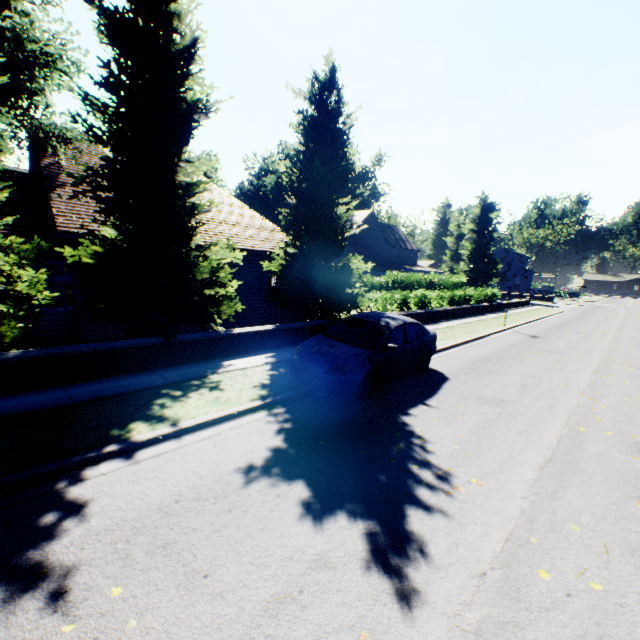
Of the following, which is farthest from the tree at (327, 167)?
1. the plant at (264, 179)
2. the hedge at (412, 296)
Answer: the plant at (264, 179)

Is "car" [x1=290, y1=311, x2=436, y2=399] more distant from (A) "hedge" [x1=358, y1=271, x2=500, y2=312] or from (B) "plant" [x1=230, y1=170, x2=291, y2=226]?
(B) "plant" [x1=230, y1=170, x2=291, y2=226]

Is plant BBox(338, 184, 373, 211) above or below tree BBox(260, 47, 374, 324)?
above

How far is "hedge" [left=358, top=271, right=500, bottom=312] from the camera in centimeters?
1749cm

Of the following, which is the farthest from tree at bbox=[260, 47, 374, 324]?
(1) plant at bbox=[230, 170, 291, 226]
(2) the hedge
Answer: (1) plant at bbox=[230, 170, 291, 226]

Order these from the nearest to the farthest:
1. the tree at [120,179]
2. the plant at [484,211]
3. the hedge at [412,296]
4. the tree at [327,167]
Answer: the tree at [120,179] < the tree at [327,167] < the hedge at [412,296] < the plant at [484,211]

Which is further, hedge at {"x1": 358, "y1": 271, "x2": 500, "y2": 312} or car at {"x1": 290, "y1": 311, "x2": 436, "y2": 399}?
hedge at {"x1": 358, "y1": 271, "x2": 500, "y2": 312}

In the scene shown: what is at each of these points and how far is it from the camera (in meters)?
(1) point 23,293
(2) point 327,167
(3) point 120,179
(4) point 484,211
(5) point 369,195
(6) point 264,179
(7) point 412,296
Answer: (1) tree, 7.11
(2) tree, 13.21
(3) tree, 8.12
(4) plant, 49.41
(5) plant, 59.41
(6) plant, 53.94
(7) hedge, 18.64
